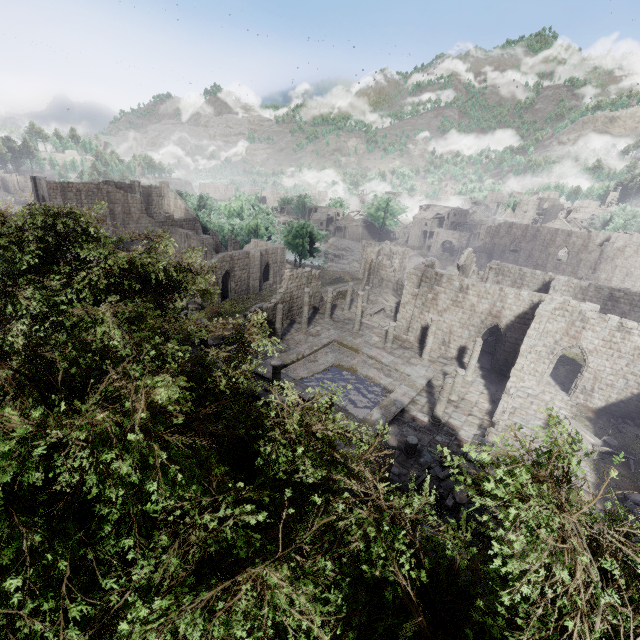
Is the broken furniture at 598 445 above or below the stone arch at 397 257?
below

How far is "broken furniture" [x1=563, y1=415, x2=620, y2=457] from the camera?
18.2 meters

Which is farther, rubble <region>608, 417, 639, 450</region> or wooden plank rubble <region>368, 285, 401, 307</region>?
wooden plank rubble <region>368, 285, 401, 307</region>

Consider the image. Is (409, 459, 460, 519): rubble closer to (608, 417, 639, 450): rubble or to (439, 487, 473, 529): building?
(439, 487, 473, 529): building

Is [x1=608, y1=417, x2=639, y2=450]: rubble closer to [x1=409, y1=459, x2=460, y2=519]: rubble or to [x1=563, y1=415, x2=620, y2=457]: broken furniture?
[x1=563, y1=415, x2=620, y2=457]: broken furniture

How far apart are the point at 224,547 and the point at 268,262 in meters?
41.8

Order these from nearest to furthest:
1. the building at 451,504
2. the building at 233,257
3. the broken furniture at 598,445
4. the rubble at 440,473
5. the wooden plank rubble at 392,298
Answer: the building at 451,504 → the rubble at 440,473 → the broken furniture at 598,445 → the building at 233,257 → the wooden plank rubble at 392,298

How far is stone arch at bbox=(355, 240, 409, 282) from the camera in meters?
48.9
